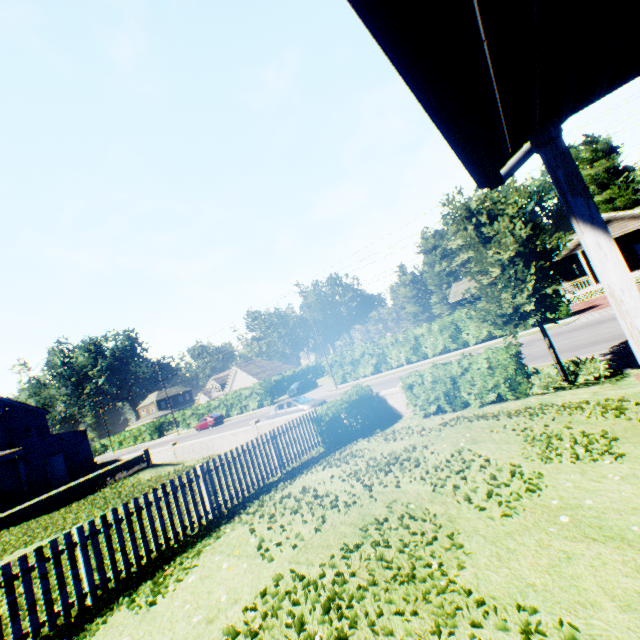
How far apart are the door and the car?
16.40m

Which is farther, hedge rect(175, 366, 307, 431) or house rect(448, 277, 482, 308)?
hedge rect(175, 366, 307, 431)

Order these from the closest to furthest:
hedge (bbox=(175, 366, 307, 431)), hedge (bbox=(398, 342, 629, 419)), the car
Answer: hedge (bbox=(398, 342, 629, 419)) → the car → hedge (bbox=(175, 366, 307, 431))

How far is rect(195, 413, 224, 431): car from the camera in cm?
4112

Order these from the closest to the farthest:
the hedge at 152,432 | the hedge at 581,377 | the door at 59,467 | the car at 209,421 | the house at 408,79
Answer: the house at 408,79 → the hedge at 581,377 → the door at 59,467 → the car at 209,421 → the hedge at 152,432

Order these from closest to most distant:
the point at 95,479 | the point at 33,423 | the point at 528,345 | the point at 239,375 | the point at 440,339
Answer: the point at 528,345
the point at 95,479
the point at 440,339
the point at 33,423
the point at 239,375

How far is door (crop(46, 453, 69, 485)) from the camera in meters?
25.7

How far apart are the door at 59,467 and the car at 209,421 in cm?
1640
